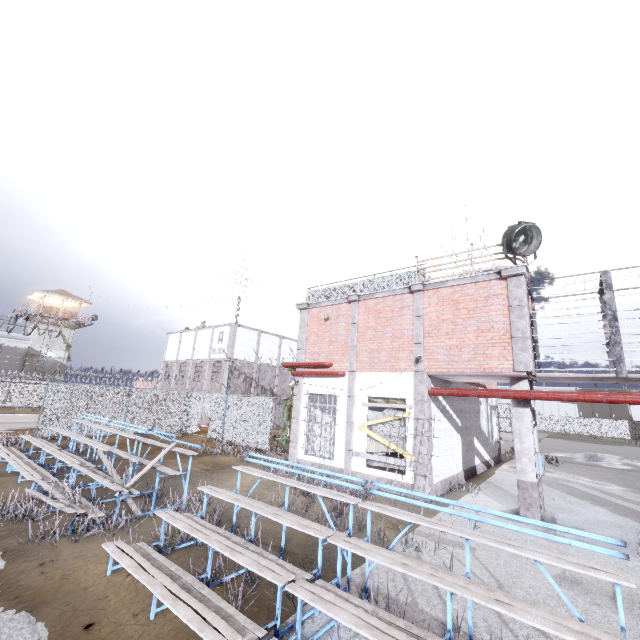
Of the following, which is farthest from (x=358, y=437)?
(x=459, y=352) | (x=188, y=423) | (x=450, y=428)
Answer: (x=188, y=423)

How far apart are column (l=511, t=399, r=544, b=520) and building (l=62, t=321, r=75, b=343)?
51.4 meters

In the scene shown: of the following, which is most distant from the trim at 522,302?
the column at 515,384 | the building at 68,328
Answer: the building at 68,328

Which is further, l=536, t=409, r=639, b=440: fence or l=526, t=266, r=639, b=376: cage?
l=536, t=409, r=639, b=440: fence

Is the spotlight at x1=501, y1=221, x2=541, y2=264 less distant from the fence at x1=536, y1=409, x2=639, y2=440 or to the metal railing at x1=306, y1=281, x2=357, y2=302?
the metal railing at x1=306, y1=281, x2=357, y2=302

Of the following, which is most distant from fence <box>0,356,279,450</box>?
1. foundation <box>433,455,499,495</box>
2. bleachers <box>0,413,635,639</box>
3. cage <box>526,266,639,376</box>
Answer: bleachers <box>0,413,635,639</box>

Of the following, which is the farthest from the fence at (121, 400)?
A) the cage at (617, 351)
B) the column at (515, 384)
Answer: the cage at (617, 351)

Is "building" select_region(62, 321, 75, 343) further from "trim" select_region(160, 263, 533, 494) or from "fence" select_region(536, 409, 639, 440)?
"trim" select_region(160, 263, 533, 494)
